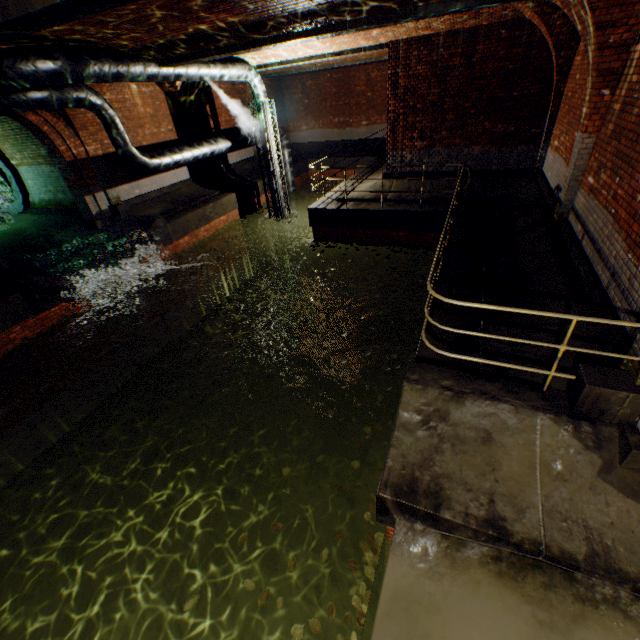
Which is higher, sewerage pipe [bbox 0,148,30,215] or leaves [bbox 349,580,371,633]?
sewerage pipe [bbox 0,148,30,215]

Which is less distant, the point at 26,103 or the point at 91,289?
the point at 26,103

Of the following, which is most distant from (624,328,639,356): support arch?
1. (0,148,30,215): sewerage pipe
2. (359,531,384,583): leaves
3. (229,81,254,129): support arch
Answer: (229,81,254,129): support arch

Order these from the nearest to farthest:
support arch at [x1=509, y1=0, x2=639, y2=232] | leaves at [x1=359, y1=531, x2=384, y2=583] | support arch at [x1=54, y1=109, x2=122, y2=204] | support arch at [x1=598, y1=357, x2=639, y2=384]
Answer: support arch at [x1=598, y1=357, x2=639, y2=384], leaves at [x1=359, y1=531, x2=384, y2=583], support arch at [x1=509, y1=0, x2=639, y2=232], support arch at [x1=54, y1=109, x2=122, y2=204]

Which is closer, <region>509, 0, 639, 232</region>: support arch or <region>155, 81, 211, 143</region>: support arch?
<region>509, 0, 639, 232</region>: support arch

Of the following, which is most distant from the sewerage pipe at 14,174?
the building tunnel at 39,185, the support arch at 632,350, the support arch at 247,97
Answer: the support arch at 247,97

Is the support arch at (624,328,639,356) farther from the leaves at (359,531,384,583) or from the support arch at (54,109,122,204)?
the leaves at (359,531,384,583)

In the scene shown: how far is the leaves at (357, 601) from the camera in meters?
3.3
